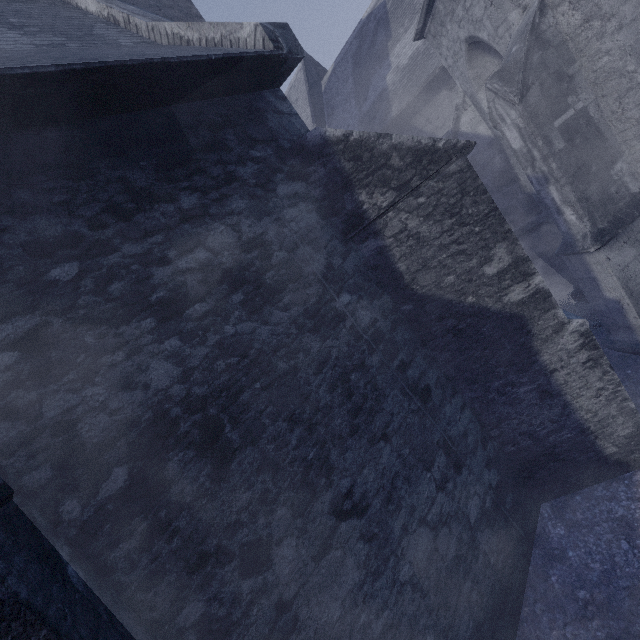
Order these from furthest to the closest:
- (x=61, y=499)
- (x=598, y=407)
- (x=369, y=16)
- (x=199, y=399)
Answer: (x=369, y=16), (x=598, y=407), (x=199, y=399), (x=61, y=499)
